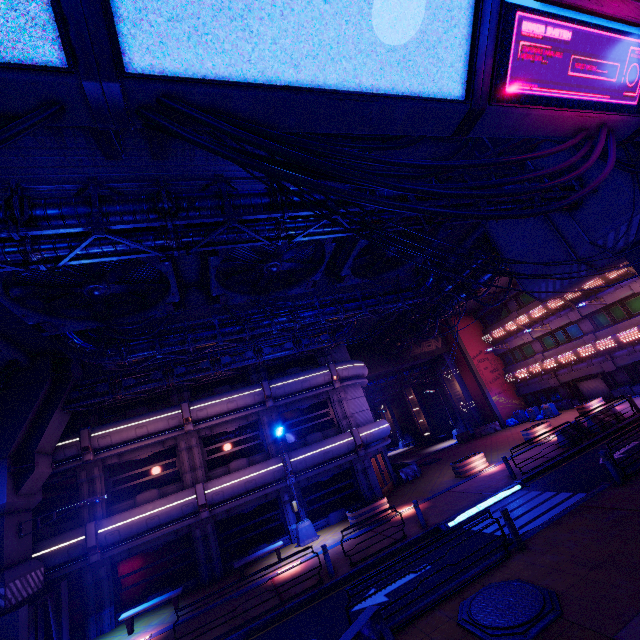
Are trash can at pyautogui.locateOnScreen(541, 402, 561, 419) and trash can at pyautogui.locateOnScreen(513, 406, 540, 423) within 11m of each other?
yes

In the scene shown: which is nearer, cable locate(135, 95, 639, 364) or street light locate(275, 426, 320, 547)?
cable locate(135, 95, 639, 364)

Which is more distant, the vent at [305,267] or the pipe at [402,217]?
the vent at [305,267]

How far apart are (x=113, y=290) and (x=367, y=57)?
10.91m

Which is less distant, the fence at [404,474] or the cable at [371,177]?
the cable at [371,177]

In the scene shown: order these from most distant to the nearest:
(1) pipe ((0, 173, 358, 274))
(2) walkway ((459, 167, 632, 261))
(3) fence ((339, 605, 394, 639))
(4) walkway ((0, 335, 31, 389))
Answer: (4) walkway ((0, 335, 31, 389)), (2) walkway ((459, 167, 632, 261)), (3) fence ((339, 605, 394, 639)), (1) pipe ((0, 173, 358, 274))

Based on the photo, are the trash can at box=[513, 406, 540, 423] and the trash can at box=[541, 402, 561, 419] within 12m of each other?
yes

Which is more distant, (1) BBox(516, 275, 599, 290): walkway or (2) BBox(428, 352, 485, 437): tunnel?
(2) BBox(428, 352, 485, 437): tunnel
